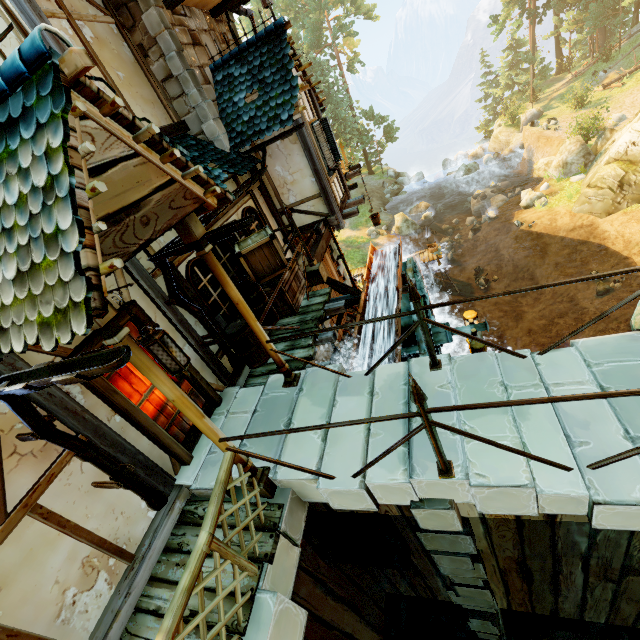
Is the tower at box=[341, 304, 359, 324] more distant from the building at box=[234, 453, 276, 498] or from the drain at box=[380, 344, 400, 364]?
the drain at box=[380, 344, 400, 364]

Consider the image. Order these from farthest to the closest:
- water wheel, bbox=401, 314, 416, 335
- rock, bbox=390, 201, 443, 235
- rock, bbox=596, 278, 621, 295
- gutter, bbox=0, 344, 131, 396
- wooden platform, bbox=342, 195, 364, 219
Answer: rock, bbox=390, 201, 443, 235 < rock, bbox=596, 278, 621, 295 < water wheel, bbox=401, 314, 416, 335 < wooden platform, bbox=342, 195, 364, 219 < gutter, bbox=0, 344, 131, 396

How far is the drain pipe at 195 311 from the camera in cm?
474

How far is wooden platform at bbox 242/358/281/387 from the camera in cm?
600

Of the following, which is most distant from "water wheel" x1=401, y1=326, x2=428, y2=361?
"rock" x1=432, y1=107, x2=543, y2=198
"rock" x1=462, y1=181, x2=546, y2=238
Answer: "rock" x1=432, y1=107, x2=543, y2=198

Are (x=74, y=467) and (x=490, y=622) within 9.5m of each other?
yes

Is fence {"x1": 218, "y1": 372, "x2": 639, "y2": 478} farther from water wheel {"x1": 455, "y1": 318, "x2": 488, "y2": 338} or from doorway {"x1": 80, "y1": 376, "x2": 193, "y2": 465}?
water wheel {"x1": 455, "y1": 318, "x2": 488, "y2": 338}

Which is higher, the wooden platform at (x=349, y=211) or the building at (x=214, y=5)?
the building at (x=214, y=5)
